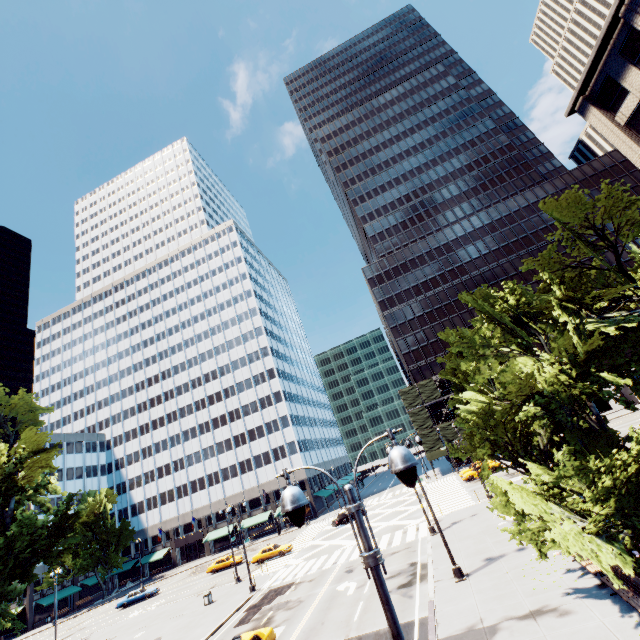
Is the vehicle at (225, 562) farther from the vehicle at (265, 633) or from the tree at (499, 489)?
the vehicle at (265, 633)

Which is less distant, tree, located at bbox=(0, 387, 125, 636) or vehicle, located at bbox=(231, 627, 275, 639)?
vehicle, located at bbox=(231, 627, 275, 639)

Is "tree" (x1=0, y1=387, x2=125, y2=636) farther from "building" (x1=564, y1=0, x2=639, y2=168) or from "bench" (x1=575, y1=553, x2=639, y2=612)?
"building" (x1=564, y1=0, x2=639, y2=168)

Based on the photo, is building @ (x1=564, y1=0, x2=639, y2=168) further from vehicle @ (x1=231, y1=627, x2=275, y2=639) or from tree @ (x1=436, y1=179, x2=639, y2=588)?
vehicle @ (x1=231, y1=627, x2=275, y2=639)

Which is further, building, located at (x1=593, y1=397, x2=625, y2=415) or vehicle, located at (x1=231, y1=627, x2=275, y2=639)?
building, located at (x1=593, y1=397, x2=625, y2=415)

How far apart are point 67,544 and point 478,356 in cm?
2786

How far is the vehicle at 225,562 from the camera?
43.94m

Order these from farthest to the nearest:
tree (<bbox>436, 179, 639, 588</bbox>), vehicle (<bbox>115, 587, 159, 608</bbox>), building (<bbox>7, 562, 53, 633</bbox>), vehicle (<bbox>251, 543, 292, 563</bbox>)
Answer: building (<bbox>7, 562, 53, 633</bbox>), vehicle (<bbox>115, 587, 159, 608</bbox>), vehicle (<bbox>251, 543, 292, 563</bbox>), tree (<bbox>436, 179, 639, 588</bbox>)
